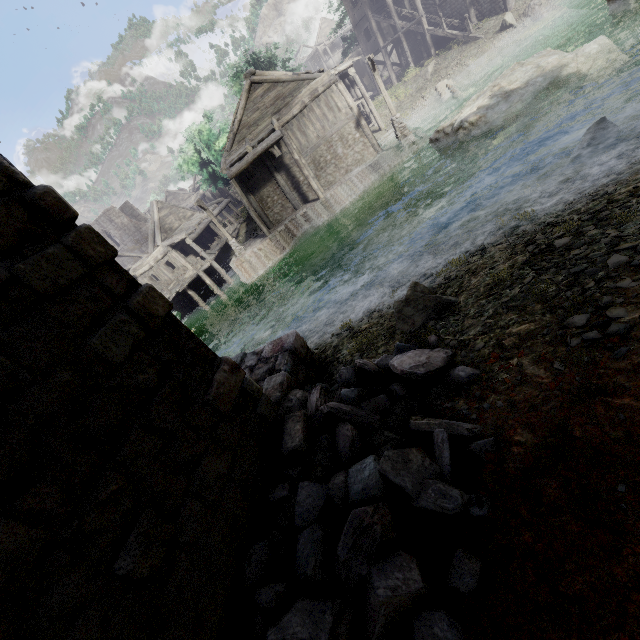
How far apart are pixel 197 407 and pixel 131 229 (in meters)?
48.16

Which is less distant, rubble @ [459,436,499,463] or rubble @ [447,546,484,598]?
rubble @ [447,546,484,598]

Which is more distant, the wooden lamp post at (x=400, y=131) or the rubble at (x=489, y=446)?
the wooden lamp post at (x=400, y=131)

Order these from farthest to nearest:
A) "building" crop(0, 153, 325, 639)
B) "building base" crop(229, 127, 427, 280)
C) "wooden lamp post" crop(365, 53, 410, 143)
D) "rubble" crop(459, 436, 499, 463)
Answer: "building base" crop(229, 127, 427, 280) < "wooden lamp post" crop(365, 53, 410, 143) < "rubble" crop(459, 436, 499, 463) < "building" crop(0, 153, 325, 639)

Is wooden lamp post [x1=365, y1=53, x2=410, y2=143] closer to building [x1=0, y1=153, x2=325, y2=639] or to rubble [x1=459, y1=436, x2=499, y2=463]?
building [x1=0, y1=153, x2=325, y2=639]

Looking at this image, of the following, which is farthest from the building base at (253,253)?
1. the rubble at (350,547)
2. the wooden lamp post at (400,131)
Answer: the rubble at (350,547)

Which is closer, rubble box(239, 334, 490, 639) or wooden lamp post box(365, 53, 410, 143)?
rubble box(239, 334, 490, 639)

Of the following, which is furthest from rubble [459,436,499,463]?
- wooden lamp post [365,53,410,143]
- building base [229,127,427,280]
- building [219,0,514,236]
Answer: wooden lamp post [365,53,410,143]
